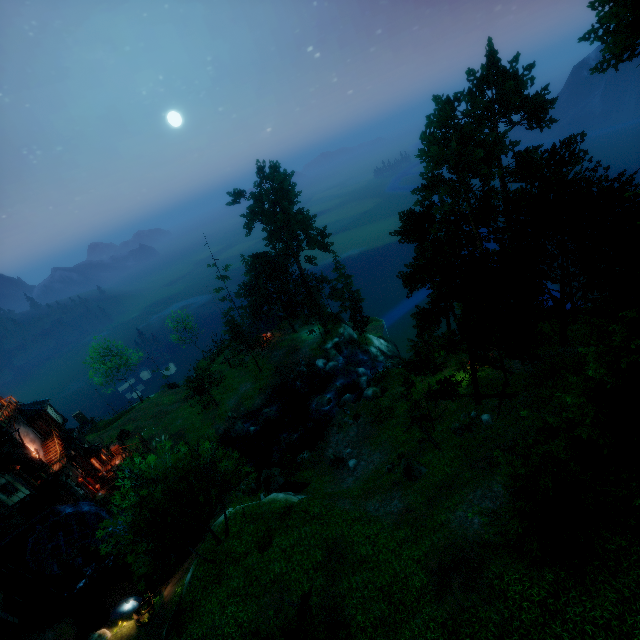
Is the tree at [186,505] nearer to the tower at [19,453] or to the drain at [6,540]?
the tower at [19,453]

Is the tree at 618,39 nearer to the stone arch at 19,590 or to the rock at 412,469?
the rock at 412,469

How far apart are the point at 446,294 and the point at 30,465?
41.4m

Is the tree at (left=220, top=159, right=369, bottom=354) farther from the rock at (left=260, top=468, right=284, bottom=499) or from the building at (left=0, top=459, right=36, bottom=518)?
the building at (left=0, top=459, right=36, bottom=518)

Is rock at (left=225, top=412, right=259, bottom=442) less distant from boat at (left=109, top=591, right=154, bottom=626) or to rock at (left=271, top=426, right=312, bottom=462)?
rock at (left=271, top=426, right=312, bottom=462)

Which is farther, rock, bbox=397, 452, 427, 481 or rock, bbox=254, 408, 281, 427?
rock, bbox=254, 408, 281, 427

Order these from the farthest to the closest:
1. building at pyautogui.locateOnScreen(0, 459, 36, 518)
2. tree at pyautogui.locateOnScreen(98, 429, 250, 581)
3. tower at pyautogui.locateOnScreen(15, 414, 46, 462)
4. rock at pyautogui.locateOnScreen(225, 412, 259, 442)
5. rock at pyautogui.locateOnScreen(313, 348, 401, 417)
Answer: rock at pyautogui.locateOnScreen(225, 412, 259, 442), rock at pyautogui.locateOnScreen(313, 348, 401, 417), tower at pyautogui.locateOnScreen(15, 414, 46, 462), building at pyautogui.locateOnScreen(0, 459, 36, 518), tree at pyautogui.locateOnScreen(98, 429, 250, 581)

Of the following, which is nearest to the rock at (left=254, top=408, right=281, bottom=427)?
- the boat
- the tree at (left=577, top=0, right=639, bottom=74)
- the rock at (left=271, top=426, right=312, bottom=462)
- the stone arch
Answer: the rock at (left=271, top=426, right=312, bottom=462)
